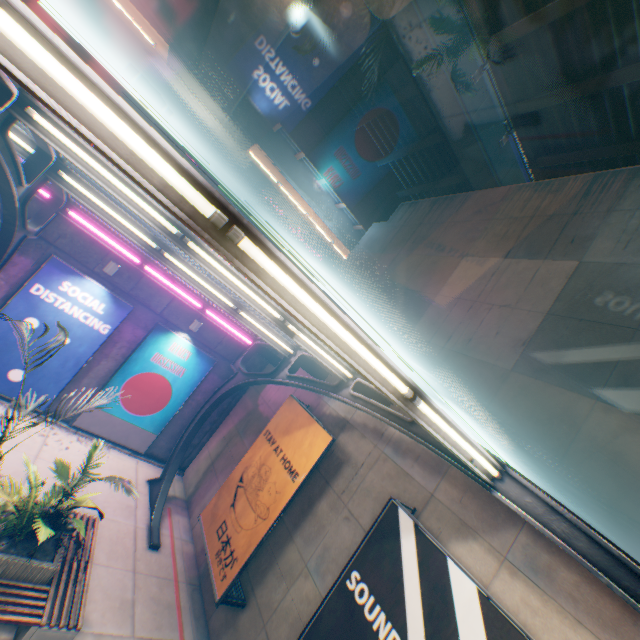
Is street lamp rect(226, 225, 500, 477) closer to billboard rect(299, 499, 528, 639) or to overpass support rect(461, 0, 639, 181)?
billboard rect(299, 499, 528, 639)

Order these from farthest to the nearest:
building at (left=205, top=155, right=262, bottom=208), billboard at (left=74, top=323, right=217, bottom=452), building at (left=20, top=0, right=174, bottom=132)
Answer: building at (left=205, top=155, right=262, bottom=208) < building at (left=20, top=0, right=174, bottom=132) < billboard at (left=74, top=323, right=217, bottom=452)

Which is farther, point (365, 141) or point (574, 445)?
point (365, 141)

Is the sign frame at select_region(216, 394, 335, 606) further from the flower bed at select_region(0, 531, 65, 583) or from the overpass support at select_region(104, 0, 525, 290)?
the overpass support at select_region(104, 0, 525, 290)

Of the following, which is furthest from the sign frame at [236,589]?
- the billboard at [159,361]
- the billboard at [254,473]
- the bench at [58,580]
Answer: the billboard at [159,361]

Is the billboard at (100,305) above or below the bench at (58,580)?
above

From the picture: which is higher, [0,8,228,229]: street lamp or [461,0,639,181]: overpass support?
[461,0,639,181]: overpass support

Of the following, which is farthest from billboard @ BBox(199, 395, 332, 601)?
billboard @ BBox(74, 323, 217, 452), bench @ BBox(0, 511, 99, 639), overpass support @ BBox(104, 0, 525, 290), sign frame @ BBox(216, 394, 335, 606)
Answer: overpass support @ BBox(104, 0, 525, 290)
